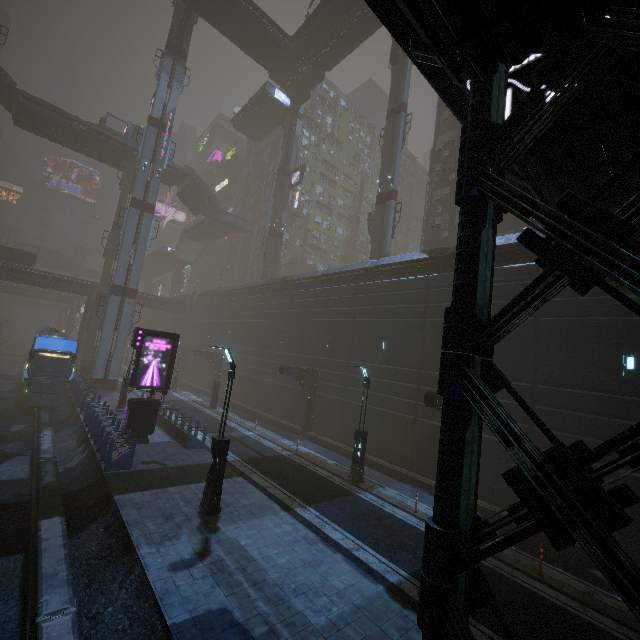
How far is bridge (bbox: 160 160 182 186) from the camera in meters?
45.8 m

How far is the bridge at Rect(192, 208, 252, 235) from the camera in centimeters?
5144cm

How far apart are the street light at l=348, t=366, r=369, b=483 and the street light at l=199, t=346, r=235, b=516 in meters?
6.7

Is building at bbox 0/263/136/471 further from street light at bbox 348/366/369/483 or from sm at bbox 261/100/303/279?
street light at bbox 348/366/369/483

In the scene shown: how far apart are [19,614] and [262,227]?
57.7 meters

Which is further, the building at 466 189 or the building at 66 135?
the building at 66 135

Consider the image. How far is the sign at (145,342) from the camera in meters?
16.9

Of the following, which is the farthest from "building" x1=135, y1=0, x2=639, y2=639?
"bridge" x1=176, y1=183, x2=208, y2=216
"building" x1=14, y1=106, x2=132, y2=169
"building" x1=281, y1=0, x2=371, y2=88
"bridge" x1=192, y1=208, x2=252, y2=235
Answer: "building" x1=14, y1=106, x2=132, y2=169
